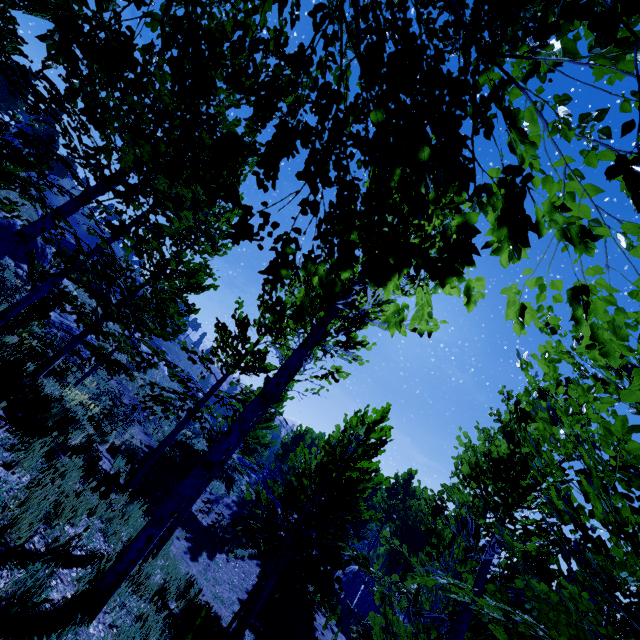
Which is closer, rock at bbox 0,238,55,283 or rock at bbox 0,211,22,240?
rock at bbox 0,238,55,283

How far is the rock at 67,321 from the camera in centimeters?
2172cm

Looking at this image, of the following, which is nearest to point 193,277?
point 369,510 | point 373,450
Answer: point 373,450

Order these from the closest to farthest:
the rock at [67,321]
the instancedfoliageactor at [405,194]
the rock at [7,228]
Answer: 1. the instancedfoliageactor at [405,194]
2. the rock at [67,321]
3. the rock at [7,228]

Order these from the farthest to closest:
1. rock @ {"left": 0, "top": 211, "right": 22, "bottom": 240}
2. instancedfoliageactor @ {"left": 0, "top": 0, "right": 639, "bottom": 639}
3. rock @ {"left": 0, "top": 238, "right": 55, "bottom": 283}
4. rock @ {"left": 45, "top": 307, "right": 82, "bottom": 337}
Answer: rock @ {"left": 0, "top": 211, "right": 22, "bottom": 240}
rock @ {"left": 0, "top": 238, "right": 55, "bottom": 283}
rock @ {"left": 45, "top": 307, "right": 82, "bottom": 337}
instancedfoliageactor @ {"left": 0, "top": 0, "right": 639, "bottom": 639}

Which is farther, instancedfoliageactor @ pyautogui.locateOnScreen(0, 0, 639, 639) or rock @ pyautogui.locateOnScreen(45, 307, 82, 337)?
rock @ pyautogui.locateOnScreen(45, 307, 82, 337)

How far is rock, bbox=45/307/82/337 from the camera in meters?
21.7 m
